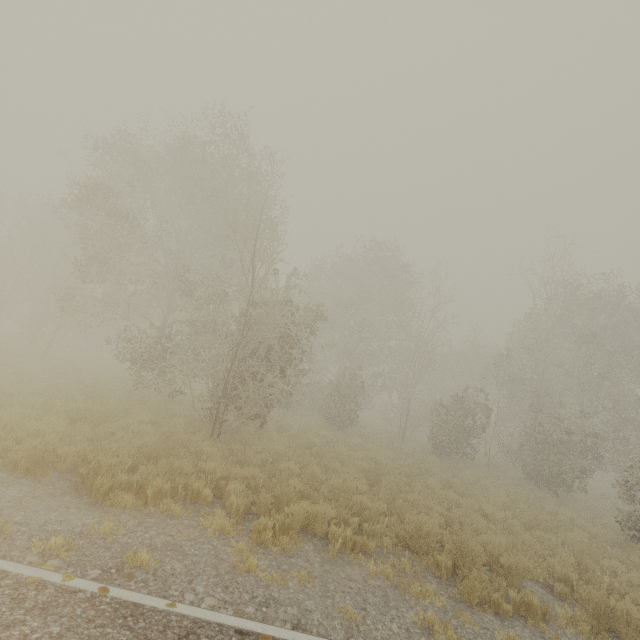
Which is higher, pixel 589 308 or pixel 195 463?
pixel 589 308
